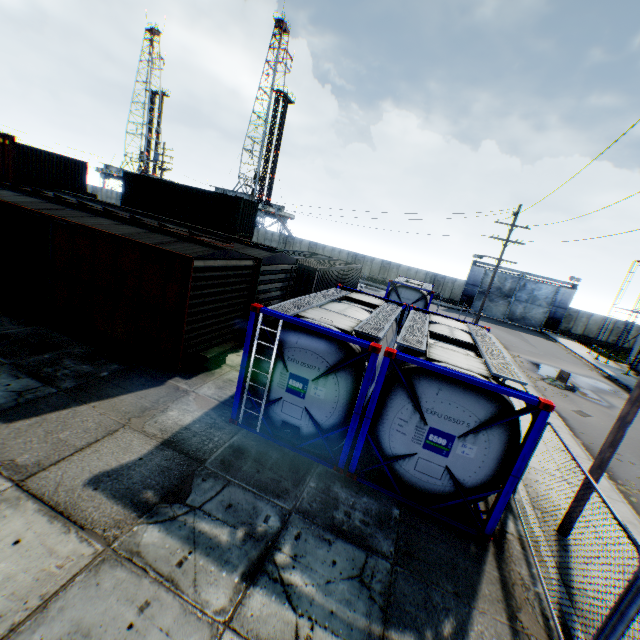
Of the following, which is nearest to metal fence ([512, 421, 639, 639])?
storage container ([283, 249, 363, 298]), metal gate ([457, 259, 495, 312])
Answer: storage container ([283, 249, 363, 298])

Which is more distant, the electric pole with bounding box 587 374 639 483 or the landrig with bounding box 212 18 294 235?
the landrig with bounding box 212 18 294 235

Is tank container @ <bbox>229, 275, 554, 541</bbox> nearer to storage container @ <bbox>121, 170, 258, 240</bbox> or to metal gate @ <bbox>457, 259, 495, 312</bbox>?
storage container @ <bbox>121, 170, 258, 240</bbox>

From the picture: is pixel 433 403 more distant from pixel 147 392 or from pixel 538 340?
pixel 538 340

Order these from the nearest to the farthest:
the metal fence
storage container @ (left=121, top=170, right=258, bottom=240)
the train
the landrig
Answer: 1. the metal fence
2. the train
3. storage container @ (left=121, top=170, right=258, bottom=240)
4. the landrig

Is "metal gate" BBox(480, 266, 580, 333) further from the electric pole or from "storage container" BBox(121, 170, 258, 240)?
"storage container" BBox(121, 170, 258, 240)

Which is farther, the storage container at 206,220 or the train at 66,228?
the storage container at 206,220

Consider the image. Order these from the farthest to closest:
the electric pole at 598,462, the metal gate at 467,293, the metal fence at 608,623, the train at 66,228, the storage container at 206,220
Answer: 1. the metal gate at 467,293
2. the storage container at 206,220
3. the train at 66,228
4. the electric pole at 598,462
5. the metal fence at 608,623
